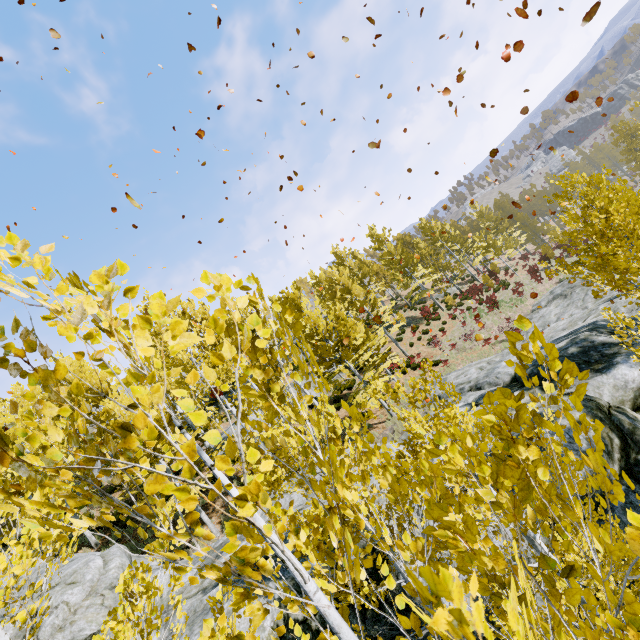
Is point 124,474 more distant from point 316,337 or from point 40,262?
point 316,337

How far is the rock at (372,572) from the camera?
6.4m

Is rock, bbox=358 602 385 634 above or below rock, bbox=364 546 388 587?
below

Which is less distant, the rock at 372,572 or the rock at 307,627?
the rock at 307,627

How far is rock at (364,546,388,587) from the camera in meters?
6.4 m

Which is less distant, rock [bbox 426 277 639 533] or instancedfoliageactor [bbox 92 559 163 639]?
instancedfoliageactor [bbox 92 559 163 639]
